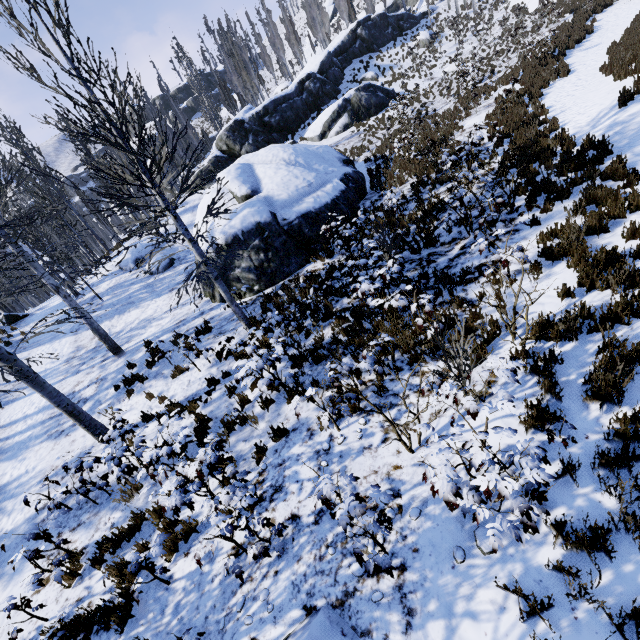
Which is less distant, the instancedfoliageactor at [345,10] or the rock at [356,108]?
the rock at [356,108]

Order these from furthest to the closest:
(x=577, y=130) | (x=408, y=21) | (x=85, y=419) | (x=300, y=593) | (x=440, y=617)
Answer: (x=408, y=21) < (x=577, y=130) < (x=85, y=419) < (x=300, y=593) < (x=440, y=617)

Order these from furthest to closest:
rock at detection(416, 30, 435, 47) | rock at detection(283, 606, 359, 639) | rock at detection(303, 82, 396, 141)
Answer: rock at detection(416, 30, 435, 47)
rock at detection(303, 82, 396, 141)
rock at detection(283, 606, 359, 639)

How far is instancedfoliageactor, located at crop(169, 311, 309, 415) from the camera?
5.7m

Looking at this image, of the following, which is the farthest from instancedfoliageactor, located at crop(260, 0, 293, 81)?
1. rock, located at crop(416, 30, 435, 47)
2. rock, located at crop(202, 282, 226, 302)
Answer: rock, located at crop(416, 30, 435, 47)

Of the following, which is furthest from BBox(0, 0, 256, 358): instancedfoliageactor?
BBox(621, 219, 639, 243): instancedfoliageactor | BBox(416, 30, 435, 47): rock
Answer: BBox(621, 219, 639, 243): instancedfoliageactor

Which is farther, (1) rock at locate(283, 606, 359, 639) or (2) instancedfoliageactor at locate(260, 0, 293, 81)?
(2) instancedfoliageactor at locate(260, 0, 293, 81)

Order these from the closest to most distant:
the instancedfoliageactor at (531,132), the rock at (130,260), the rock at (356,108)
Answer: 1. the instancedfoliageactor at (531,132)
2. the rock at (130,260)
3. the rock at (356,108)
